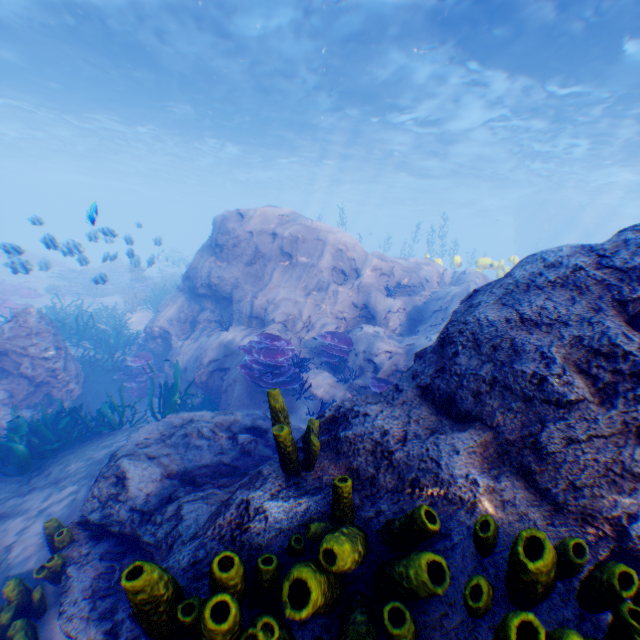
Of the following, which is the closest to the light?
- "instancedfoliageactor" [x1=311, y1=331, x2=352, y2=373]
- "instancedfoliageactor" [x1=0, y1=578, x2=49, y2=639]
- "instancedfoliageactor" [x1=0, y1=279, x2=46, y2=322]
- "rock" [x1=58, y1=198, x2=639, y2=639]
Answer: "rock" [x1=58, y1=198, x2=639, y2=639]

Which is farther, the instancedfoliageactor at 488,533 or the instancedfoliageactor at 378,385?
the instancedfoliageactor at 378,385

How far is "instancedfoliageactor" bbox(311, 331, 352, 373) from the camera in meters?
8.1 m

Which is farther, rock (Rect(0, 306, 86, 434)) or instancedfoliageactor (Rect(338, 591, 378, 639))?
rock (Rect(0, 306, 86, 434))

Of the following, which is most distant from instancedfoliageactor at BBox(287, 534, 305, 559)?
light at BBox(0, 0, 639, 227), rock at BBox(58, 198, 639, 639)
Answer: light at BBox(0, 0, 639, 227)

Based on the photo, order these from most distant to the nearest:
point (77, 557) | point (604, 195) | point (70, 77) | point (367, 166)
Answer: point (604, 195) → point (367, 166) → point (70, 77) → point (77, 557)

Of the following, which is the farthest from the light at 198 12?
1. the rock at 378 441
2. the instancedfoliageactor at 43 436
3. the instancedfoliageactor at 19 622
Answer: the instancedfoliageactor at 19 622
